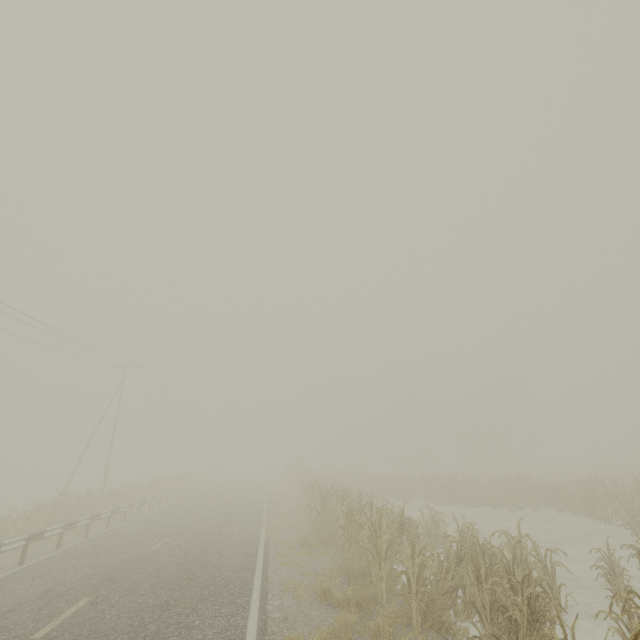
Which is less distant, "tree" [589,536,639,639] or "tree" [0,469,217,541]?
"tree" [589,536,639,639]

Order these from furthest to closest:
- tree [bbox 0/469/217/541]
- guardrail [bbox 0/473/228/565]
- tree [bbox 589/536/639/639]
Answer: tree [bbox 0/469/217/541] → guardrail [bbox 0/473/228/565] → tree [bbox 589/536/639/639]

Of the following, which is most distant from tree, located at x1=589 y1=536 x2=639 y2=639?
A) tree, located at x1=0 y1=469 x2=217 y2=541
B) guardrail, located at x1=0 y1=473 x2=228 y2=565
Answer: tree, located at x1=0 y1=469 x2=217 y2=541

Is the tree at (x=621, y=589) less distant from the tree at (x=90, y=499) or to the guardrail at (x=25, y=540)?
the guardrail at (x=25, y=540)

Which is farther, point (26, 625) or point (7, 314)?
point (7, 314)

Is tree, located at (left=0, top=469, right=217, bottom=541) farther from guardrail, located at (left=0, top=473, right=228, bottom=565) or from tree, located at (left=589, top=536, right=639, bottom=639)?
tree, located at (left=589, top=536, right=639, bottom=639)

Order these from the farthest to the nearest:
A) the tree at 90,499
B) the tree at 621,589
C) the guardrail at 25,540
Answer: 1. the tree at 90,499
2. the guardrail at 25,540
3. the tree at 621,589
